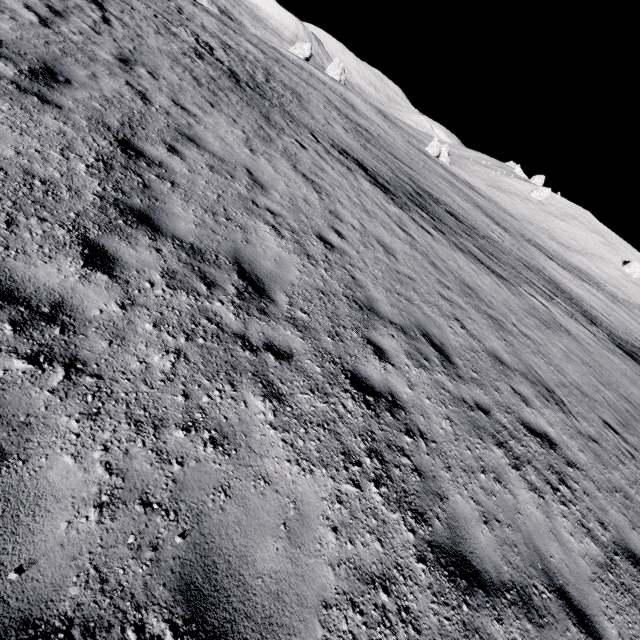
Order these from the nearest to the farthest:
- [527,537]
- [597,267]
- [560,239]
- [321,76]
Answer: [527,537] → [321,76] → [597,267] → [560,239]
